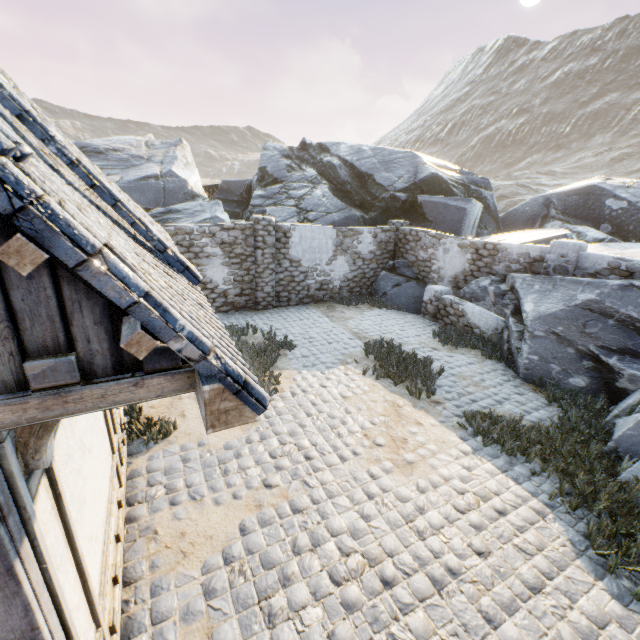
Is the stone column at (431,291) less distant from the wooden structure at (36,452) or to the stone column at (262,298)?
the stone column at (262,298)

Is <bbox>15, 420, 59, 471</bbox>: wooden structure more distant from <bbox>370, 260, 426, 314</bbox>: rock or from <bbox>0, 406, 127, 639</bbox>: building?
<bbox>370, 260, 426, 314</bbox>: rock

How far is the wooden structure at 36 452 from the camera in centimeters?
161cm

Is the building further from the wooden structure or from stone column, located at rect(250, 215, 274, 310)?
stone column, located at rect(250, 215, 274, 310)

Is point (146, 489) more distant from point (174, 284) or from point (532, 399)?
point (532, 399)

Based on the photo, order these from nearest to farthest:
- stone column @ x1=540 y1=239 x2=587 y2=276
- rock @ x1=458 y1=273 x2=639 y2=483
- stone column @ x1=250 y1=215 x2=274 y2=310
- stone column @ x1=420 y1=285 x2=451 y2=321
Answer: rock @ x1=458 y1=273 x2=639 y2=483, stone column @ x1=540 y1=239 x2=587 y2=276, stone column @ x1=250 y1=215 x2=274 y2=310, stone column @ x1=420 y1=285 x2=451 y2=321

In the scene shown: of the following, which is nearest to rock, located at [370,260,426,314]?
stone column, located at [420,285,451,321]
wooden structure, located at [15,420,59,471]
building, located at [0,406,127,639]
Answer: stone column, located at [420,285,451,321]

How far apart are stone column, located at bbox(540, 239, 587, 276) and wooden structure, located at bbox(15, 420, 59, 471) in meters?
10.4 m
